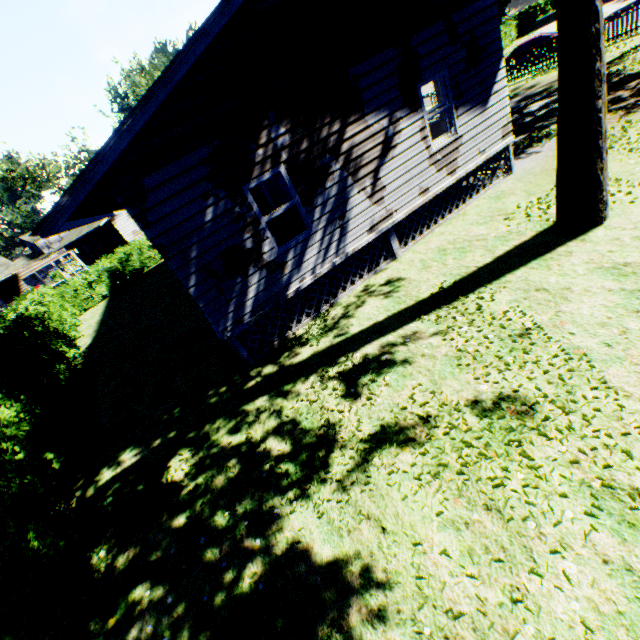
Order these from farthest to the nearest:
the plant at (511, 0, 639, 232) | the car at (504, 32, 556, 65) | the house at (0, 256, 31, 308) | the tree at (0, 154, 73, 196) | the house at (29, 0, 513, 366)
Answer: the tree at (0, 154, 73, 196), the house at (0, 256, 31, 308), the car at (504, 32, 556, 65), the house at (29, 0, 513, 366), the plant at (511, 0, 639, 232)

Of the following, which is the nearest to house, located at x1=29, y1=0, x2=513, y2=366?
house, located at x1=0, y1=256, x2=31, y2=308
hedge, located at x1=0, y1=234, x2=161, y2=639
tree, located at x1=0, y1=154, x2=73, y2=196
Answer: hedge, located at x1=0, y1=234, x2=161, y2=639

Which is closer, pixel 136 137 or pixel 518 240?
pixel 136 137

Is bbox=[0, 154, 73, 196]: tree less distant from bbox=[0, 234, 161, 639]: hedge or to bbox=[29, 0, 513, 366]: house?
bbox=[0, 234, 161, 639]: hedge

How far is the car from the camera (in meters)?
21.66

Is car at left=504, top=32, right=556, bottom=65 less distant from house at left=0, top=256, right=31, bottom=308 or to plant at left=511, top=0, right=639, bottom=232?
plant at left=511, top=0, right=639, bottom=232

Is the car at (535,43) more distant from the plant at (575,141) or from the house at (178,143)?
the plant at (575,141)

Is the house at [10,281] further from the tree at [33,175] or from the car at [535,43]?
the car at [535,43]
